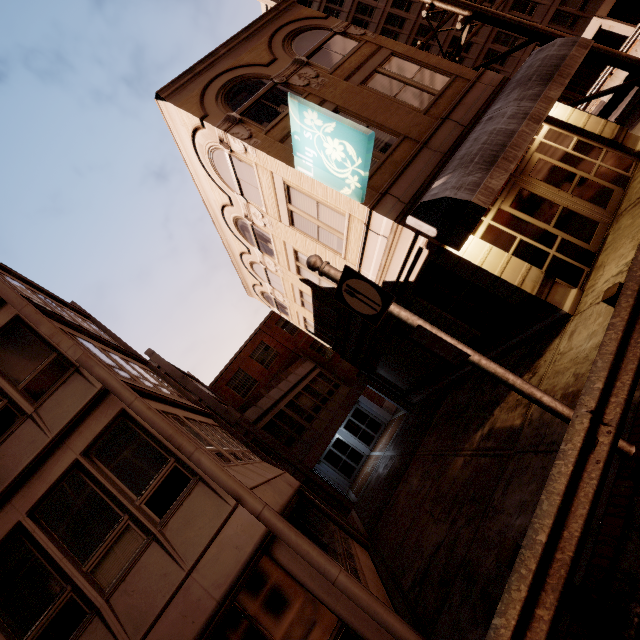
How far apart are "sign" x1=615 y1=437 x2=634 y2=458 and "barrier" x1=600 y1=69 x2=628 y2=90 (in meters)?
24.73

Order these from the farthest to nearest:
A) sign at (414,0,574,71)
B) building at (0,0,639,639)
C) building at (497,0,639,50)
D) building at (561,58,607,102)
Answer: building at (561,58,607,102) < building at (497,0,639,50) < sign at (414,0,574,71) < building at (0,0,639,639)

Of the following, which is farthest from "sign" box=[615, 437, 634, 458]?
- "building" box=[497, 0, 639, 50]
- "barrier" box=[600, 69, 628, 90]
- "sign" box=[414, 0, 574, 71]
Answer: "building" box=[497, 0, 639, 50]

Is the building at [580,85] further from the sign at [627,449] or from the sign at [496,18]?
the sign at [627,449]

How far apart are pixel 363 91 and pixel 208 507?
12.3m

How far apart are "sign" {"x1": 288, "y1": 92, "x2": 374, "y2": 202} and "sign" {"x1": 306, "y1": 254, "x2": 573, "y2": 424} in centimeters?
352cm

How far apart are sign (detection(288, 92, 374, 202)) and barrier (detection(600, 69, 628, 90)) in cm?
2163

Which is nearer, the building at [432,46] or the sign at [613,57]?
the sign at [613,57]
